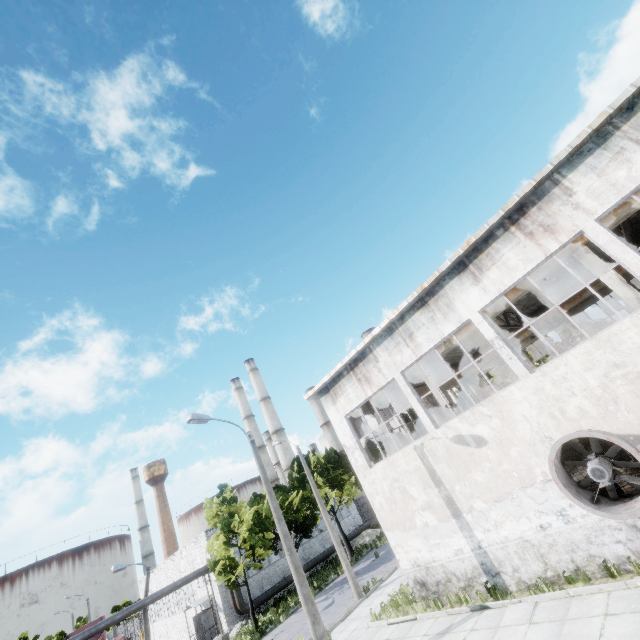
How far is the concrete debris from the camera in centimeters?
3291cm

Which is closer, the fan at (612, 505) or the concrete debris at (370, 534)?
the fan at (612, 505)

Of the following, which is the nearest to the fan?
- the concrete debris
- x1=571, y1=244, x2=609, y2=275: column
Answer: x1=571, y1=244, x2=609, y2=275: column

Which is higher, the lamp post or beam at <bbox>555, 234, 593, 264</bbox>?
beam at <bbox>555, 234, 593, 264</bbox>

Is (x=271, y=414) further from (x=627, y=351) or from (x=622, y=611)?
(x=627, y=351)

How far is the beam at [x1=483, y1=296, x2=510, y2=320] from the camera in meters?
13.5 m

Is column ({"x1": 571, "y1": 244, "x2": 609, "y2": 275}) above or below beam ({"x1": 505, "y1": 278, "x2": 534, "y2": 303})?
below

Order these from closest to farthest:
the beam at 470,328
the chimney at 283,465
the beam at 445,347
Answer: the beam at 470,328 → the beam at 445,347 → the chimney at 283,465
